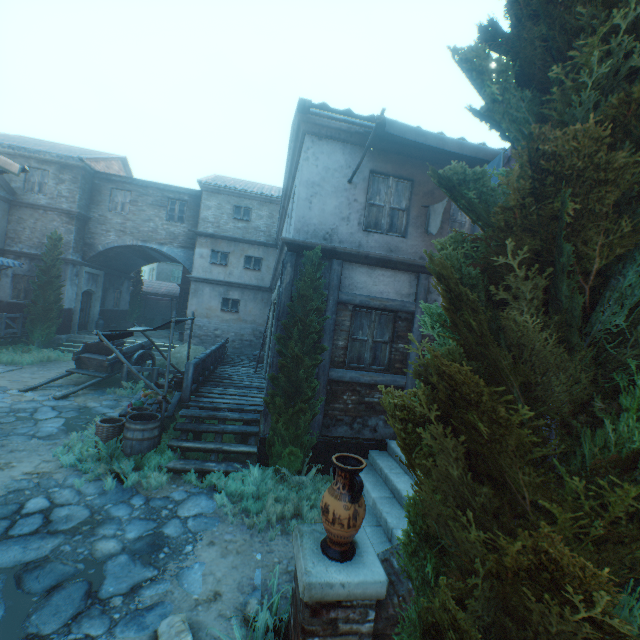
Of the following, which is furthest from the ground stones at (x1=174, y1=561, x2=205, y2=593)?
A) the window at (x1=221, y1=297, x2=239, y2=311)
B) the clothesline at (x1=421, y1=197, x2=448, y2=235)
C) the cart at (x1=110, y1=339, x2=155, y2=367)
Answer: the window at (x1=221, y1=297, x2=239, y2=311)

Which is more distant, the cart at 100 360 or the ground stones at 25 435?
the cart at 100 360

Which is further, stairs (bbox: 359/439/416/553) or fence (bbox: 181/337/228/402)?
fence (bbox: 181/337/228/402)

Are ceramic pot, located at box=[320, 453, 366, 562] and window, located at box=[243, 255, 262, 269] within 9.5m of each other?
no

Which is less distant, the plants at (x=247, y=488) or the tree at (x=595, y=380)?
the tree at (x=595, y=380)

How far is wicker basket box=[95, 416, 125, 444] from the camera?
6.45m

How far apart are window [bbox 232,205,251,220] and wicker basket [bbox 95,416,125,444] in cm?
1306

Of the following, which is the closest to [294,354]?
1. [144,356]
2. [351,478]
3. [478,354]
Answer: [351,478]
